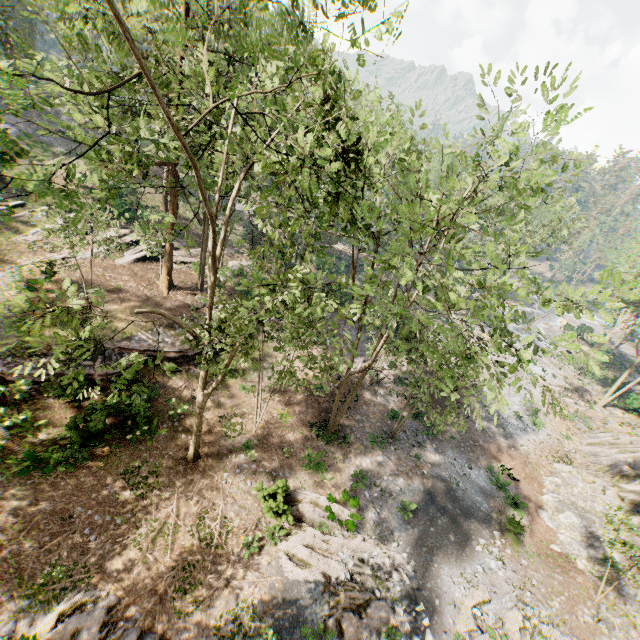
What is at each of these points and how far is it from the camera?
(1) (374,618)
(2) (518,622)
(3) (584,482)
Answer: (1) foliage, 13.54m
(2) foliage, 14.70m
(3) rock, 23.94m

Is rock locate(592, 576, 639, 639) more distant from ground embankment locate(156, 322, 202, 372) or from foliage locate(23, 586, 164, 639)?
ground embankment locate(156, 322, 202, 372)

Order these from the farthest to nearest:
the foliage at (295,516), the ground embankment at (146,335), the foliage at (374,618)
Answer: the ground embankment at (146,335) < the foliage at (295,516) < the foliage at (374,618)

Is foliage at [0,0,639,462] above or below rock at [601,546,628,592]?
above

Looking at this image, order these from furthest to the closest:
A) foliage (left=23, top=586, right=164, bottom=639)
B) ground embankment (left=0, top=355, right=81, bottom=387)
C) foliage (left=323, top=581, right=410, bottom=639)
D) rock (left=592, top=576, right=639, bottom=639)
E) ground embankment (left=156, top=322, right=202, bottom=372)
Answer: ground embankment (left=156, top=322, right=202, bottom=372) → ground embankment (left=0, top=355, right=81, bottom=387) → rock (left=592, top=576, right=639, bottom=639) → foliage (left=323, top=581, right=410, bottom=639) → foliage (left=23, top=586, right=164, bottom=639)

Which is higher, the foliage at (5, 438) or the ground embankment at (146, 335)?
the ground embankment at (146, 335)

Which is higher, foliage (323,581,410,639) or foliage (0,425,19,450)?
foliage (0,425,19,450)

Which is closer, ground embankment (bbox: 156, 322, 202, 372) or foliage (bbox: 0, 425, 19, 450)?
foliage (bbox: 0, 425, 19, 450)
